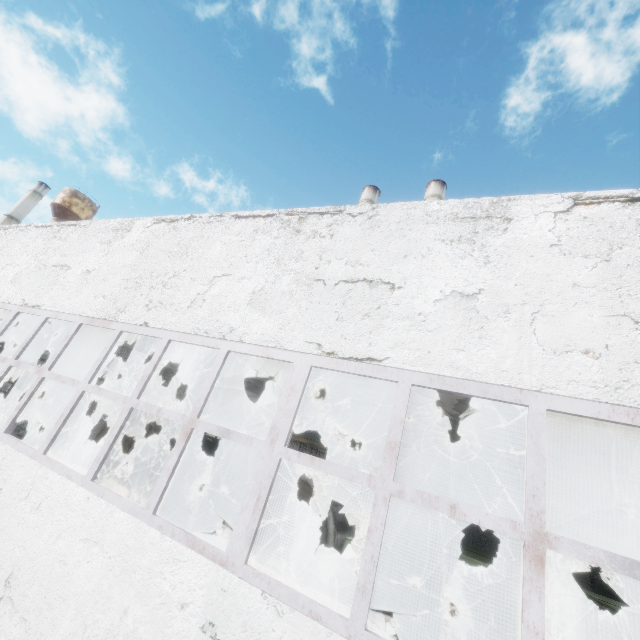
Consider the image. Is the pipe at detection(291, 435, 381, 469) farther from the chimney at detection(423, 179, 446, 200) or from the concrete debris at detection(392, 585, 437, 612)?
the chimney at detection(423, 179, 446, 200)

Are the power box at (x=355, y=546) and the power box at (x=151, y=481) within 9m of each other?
yes

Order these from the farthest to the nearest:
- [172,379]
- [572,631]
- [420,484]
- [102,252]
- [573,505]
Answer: [172,379]
[420,484]
[573,505]
[572,631]
[102,252]

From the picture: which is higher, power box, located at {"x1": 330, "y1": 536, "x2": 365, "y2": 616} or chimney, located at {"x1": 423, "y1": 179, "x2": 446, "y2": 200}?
chimney, located at {"x1": 423, "y1": 179, "x2": 446, "y2": 200}

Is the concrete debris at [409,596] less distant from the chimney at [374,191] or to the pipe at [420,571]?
the pipe at [420,571]

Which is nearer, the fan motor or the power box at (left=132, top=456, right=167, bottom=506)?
the fan motor

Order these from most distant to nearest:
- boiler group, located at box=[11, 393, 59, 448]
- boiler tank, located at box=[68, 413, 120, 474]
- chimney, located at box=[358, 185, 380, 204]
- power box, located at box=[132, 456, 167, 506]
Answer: chimney, located at box=[358, 185, 380, 204], boiler group, located at box=[11, 393, 59, 448], boiler tank, located at box=[68, 413, 120, 474], power box, located at box=[132, 456, 167, 506]

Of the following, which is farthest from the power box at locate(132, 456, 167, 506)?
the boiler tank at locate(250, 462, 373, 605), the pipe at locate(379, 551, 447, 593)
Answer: the pipe at locate(379, 551, 447, 593)
